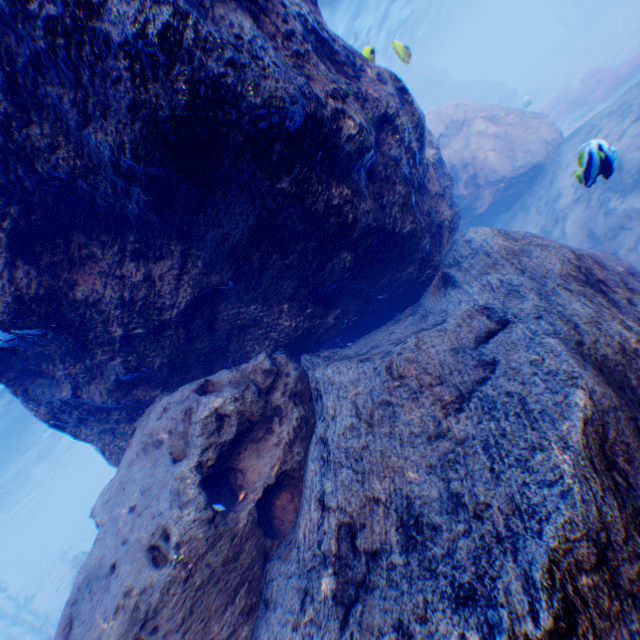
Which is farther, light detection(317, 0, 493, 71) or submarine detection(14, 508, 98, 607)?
submarine detection(14, 508, 98, 607)

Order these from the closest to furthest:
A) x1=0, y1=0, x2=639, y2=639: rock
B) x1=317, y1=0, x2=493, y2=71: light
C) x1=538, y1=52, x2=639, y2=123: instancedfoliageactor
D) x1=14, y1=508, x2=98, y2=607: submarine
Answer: x1=0, y1=0, x2=639, y2=639: rock → x1=538, y1=52, x2=639, y2=123: instancedfoliageactor → x1=317, y1=0, x2=493, y2=71: light → x1=14, y1=508, x2=98, y2=607: submarine

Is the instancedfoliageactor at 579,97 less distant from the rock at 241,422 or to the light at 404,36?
the rock at 241,422

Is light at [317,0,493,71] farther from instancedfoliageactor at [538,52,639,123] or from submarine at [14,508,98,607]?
instancedfoliageactor at [538,52,639,123]

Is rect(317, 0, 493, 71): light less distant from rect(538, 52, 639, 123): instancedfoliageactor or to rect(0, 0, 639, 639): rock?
rect(0, 0, 639, 639): rock

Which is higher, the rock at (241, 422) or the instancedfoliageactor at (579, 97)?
the rock at (241, 422)

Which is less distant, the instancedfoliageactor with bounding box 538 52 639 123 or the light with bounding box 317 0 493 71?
the instancedfoliageactor with bounding box 538 52 639 123

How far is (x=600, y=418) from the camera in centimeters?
221cm
